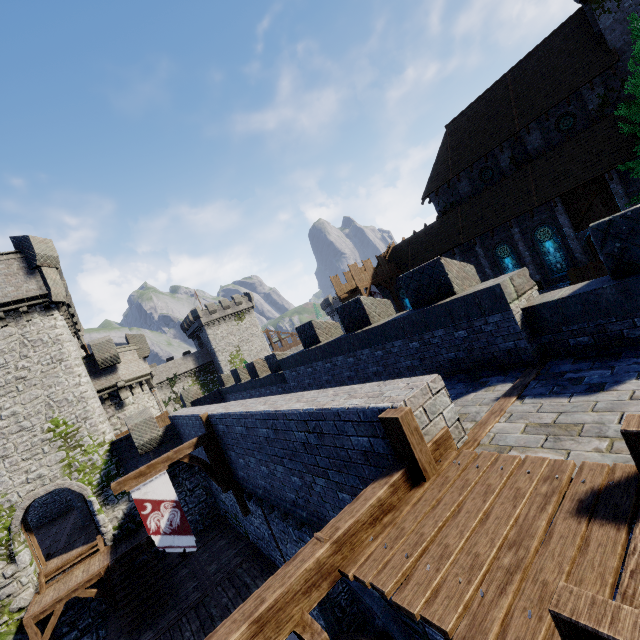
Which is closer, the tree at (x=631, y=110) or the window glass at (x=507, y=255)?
the tree at (x=631, y=110)

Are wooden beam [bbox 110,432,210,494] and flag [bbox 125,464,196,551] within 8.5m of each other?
yes

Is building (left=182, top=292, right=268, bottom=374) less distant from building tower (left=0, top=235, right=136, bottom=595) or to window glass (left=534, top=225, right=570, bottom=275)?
building tower (left=0, top=235, right=136, bottom=595)

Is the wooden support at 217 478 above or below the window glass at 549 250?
below

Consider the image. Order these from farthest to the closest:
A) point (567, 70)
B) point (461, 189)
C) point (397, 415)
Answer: point (461, 189) < point (567, 70) < point (397, 415)

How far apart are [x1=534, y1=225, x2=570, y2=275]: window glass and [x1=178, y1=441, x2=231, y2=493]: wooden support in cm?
2573

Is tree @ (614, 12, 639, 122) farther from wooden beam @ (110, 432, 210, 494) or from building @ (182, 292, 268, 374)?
building @ (182, 292, 268, 374)

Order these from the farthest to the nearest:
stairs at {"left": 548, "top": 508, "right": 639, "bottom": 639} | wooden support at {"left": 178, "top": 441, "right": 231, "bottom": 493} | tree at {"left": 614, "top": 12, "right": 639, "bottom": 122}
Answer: tree at {"left": 614, "top": 12, "right": 639, "bottom": 122}
wooden support at {"left": 178, "top": 441, "right": 231, "bottom": 493}
stairs at {"left": 548, "top": 508, "right": 639, "bottom": 639}
